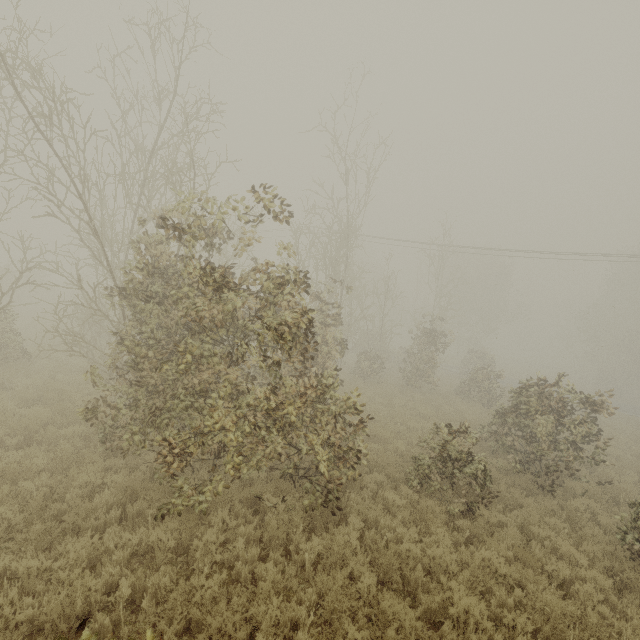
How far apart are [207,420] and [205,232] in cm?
409
